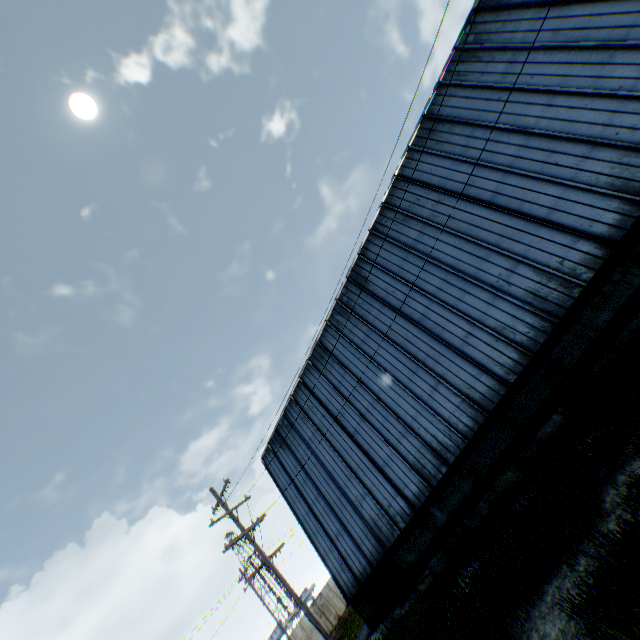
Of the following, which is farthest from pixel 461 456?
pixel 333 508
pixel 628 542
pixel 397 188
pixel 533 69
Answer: pixel 533 69
